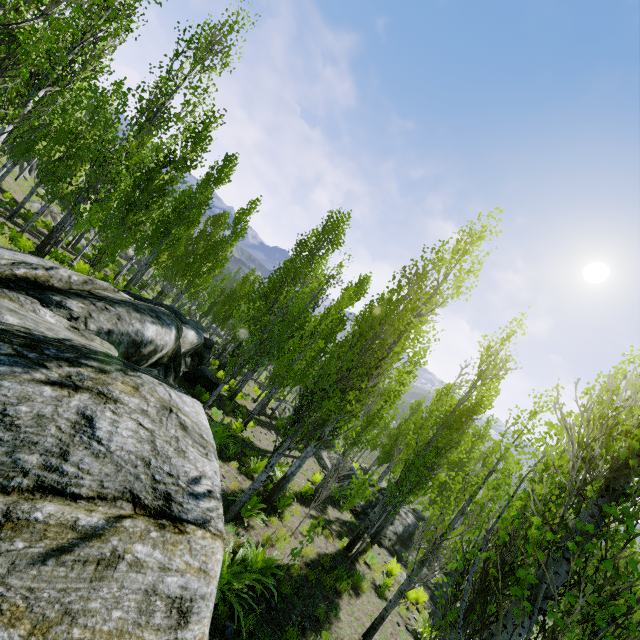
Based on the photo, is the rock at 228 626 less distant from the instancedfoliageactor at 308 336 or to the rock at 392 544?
the instancedfoliageactor at 308 336

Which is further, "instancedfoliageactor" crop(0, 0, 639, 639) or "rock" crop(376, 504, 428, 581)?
"rock" crop(376, 504, 428, 581)

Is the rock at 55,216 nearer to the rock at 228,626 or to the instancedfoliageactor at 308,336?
the instancedfoliageactor at 308,336

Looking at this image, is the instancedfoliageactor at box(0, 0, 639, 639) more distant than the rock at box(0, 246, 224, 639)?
Yes

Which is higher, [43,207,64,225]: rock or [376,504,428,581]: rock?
[376,504,428,581]: rock

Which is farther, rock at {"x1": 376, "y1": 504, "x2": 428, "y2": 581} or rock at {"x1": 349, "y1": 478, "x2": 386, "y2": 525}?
rock at {"x1": 349, "y1": 478, "x2": 386, "y2": 525}

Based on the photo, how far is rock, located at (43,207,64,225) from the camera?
29.9 meters

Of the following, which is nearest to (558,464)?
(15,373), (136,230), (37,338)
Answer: (15,373)
